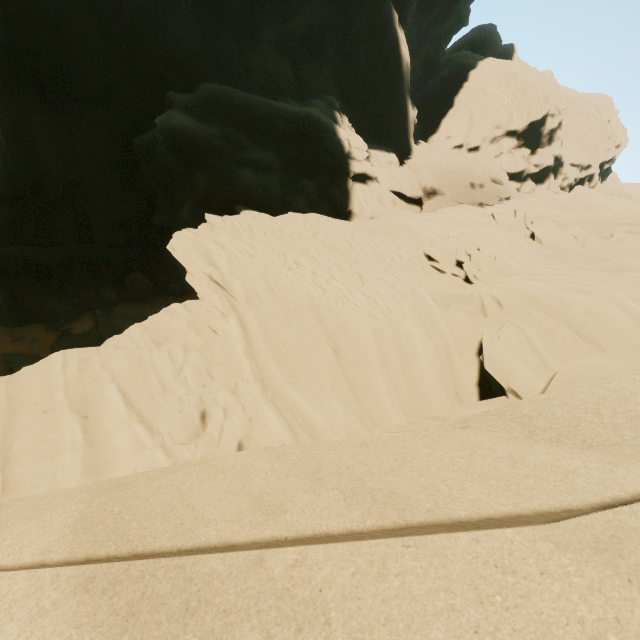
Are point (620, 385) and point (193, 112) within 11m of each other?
no
